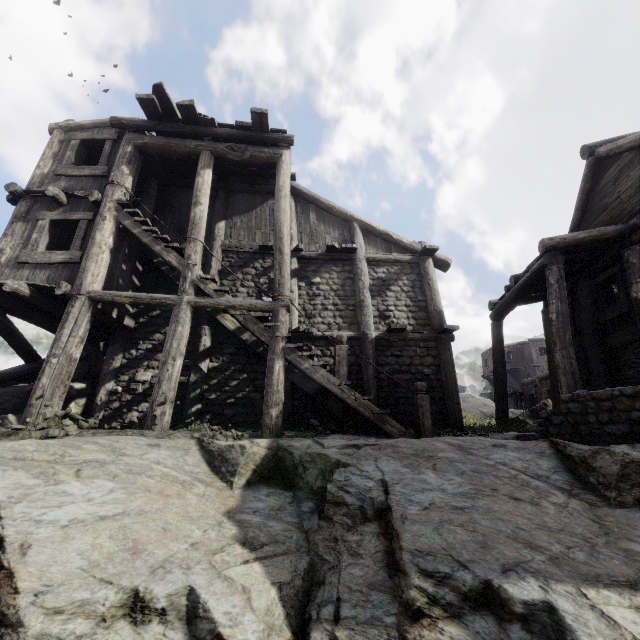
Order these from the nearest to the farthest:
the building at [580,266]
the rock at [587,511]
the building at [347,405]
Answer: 1. the rock at [587,511]
2. the building at [347,405]
3. the building at [580,266]

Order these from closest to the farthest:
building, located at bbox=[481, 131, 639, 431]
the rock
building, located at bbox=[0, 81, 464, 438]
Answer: the rock
building, located at bbox=[0, 81, 464, 438]
building, located at bbox=[481, 131, 639, 431]

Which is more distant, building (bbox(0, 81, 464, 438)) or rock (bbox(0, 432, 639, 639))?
building (bbox(0, 81, 464, 438))

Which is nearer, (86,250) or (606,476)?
(606,476)

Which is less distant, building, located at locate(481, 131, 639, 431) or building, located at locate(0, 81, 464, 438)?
building, located at locate(0, 81, 464, 438)

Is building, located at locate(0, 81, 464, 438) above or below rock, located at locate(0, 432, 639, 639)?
above

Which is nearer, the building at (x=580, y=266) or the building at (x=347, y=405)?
the building at (x=347, y=405)
